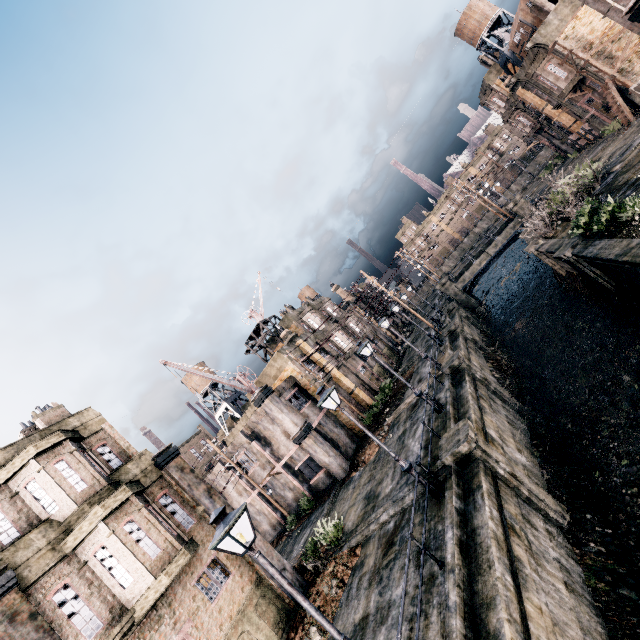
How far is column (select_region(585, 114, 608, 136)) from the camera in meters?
35.4

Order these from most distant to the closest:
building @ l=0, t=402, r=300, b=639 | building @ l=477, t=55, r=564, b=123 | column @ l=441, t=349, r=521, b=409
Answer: building @ l=477, t=55, r=564, b=123 → column @ l=441, t=349, r=521, b=409 → building @ l=0, t=402, r=300, b=639

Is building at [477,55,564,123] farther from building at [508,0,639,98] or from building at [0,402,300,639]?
building at [0,402,300,639]

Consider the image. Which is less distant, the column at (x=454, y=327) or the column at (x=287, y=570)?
the column at (x=287, y=570)

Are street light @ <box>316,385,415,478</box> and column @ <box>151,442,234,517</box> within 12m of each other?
yes

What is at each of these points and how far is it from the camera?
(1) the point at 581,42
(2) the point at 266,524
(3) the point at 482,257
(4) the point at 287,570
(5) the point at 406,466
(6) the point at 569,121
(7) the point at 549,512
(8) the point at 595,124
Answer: (1) building, 29.6 meters
(2) building, 29.5 meters
(3) column, 42.3 meters
(4) column, 15.1 meters
(5) street light, 11.9 meters
(6) building, 39.2 meters
(7) column, 11.6 meters
(8) column, 35.6 meters

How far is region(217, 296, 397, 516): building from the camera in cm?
2556

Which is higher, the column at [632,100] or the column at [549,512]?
the column at [632,100]
